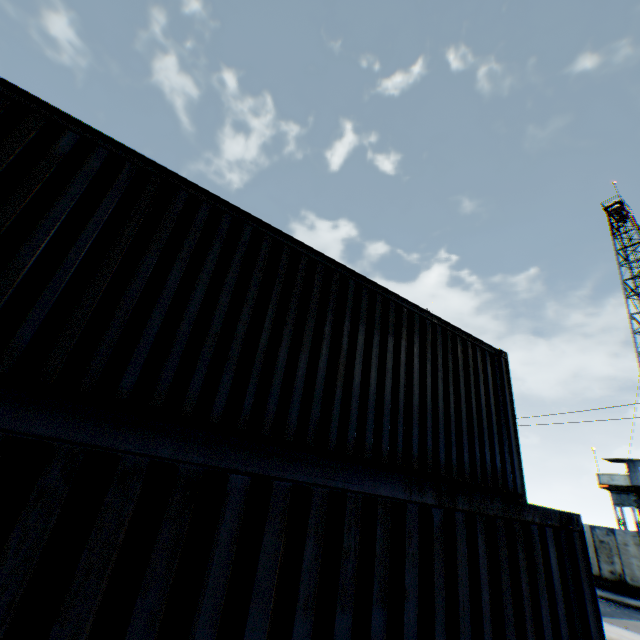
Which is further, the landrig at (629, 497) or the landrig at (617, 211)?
the landrig at (617, 211)

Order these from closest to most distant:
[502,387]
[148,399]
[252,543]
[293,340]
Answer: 1. [252,543]
2. [148,399]
3. [293,340]
4. [502,387]

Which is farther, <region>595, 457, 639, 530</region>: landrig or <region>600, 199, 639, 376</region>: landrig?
<region>600, 199, 639, 376</region>: landrig

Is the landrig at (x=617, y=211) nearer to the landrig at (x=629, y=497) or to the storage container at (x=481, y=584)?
the landrig at (x=629, y=497)

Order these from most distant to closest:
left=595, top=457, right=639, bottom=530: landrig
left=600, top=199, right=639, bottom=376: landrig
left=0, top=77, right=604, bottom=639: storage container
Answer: left=600, top=199, right=639, bottom=376: landrig → left=595, top=457, right=639, bottom=530: landrig → left=0, top=77, right=604, bottom=639: storage container

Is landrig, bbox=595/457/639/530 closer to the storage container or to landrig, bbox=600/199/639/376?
landrig, bbox=600/199/639/376

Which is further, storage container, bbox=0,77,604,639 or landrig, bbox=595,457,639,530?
landrig, bbox=595,457,639,530
